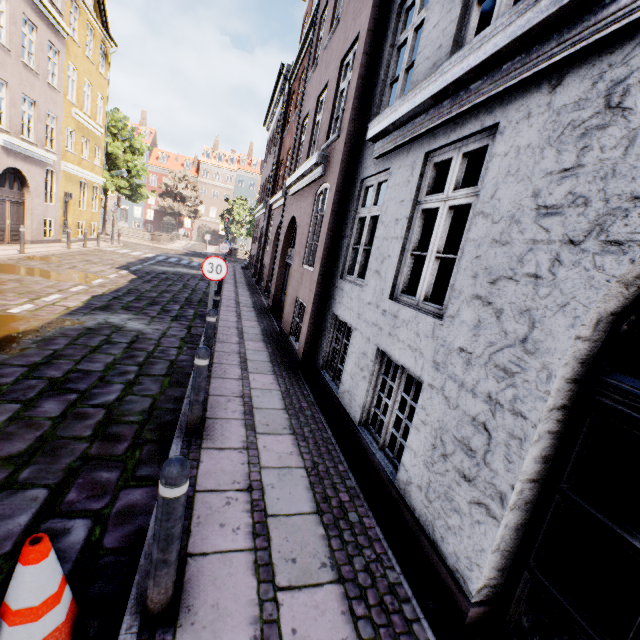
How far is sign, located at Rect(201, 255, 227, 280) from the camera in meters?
6.8 m

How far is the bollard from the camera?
1.8 meters

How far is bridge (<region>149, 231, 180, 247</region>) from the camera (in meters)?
31.88

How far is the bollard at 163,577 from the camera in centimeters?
184cm

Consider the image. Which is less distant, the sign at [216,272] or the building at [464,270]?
the building at [464,270]

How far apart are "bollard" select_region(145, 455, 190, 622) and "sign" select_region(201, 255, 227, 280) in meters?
5.4

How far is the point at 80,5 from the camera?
17.2 meters

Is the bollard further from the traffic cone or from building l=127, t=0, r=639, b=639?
building l=127, t=0, r=639, b=639
